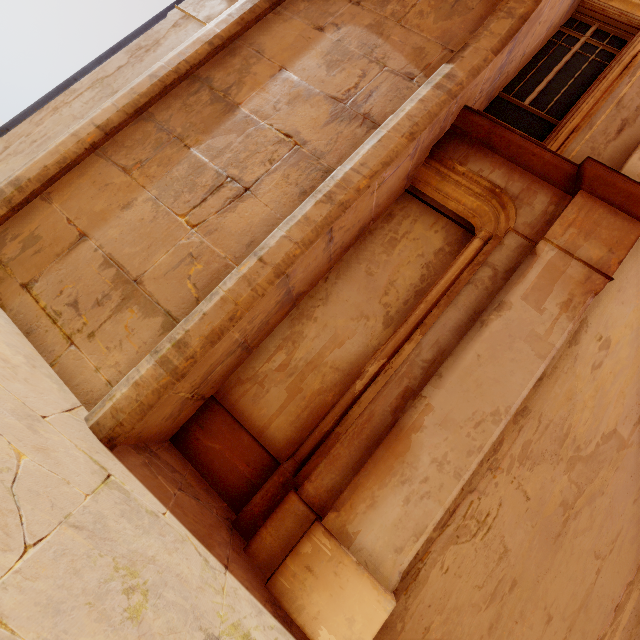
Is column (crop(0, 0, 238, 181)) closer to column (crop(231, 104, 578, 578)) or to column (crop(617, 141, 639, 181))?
column (crop(231, 104, 578, 578))

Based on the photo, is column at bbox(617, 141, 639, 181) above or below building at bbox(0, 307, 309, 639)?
above

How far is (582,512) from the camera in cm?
288

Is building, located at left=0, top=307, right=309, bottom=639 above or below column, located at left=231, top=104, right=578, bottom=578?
below

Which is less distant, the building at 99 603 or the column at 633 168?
the building at 99 603

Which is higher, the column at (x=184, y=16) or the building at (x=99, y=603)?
the column at (x=184, y=16)

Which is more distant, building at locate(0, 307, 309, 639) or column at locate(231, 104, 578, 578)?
column at locate(231, 104, 578, 578)

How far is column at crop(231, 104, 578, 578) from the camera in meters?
2.6 m
